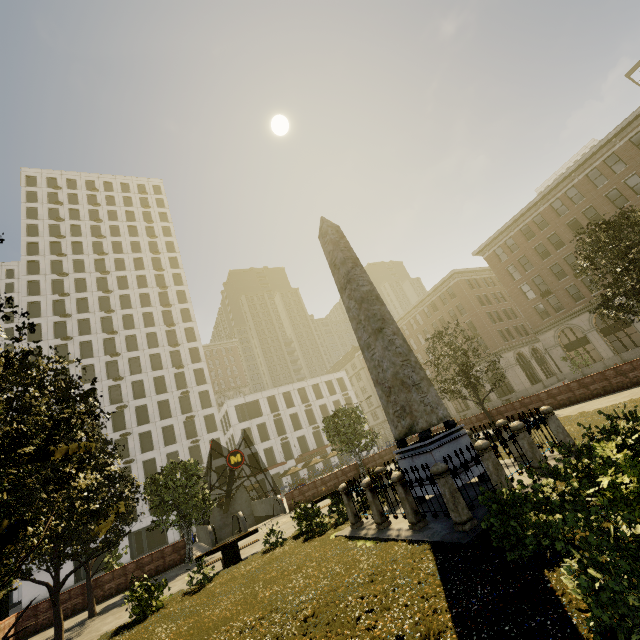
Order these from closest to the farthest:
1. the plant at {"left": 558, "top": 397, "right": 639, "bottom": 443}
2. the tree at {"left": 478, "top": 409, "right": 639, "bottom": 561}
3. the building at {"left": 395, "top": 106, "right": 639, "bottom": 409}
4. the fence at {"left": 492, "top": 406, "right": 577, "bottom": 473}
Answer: the tree at {"left": 478, "top": 409, "right": 639, "bottom": 561}
the fence at {"left": 492, "top": 406, "right": 577, "bottom": 473}
the plant at {"left": 558, "top": 397, "right": 639, "bottom": 443}
the building at {"left": 395, "top": 106, "right": 639, "bottom": 409}

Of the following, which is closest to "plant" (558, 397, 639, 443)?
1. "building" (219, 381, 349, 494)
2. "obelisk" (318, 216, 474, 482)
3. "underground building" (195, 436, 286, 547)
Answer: "obelisk" (318, 216, 474, 482)

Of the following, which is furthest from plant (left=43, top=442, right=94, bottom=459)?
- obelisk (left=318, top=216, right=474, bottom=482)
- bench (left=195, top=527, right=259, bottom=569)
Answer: obelisk (left=318, top=216, right=474, bottom=482)

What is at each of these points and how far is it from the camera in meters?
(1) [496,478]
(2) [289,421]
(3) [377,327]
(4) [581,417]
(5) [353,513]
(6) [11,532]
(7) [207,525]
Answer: (1) fence, 8.1
(2) building, 55.1
(3) obelisk, 12.0
(4) plant, 14.1
(5) fence, 11.1
(6) plant, 3.7
(7) underground building, 22.4

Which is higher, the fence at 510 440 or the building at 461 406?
the building at 461 406

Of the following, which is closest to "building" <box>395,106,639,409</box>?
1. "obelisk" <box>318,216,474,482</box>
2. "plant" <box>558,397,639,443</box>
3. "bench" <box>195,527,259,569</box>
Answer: "bench" <box>195,527,259,569</box>

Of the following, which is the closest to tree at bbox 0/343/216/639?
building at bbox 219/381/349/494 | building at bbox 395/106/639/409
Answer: building at bbox 395/106/639/409

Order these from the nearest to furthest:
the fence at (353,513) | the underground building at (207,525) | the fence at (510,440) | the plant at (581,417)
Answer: the fence at (353,513) < the fence at (510,440) < the plant at (581,417) < the underground building at (207,525)
